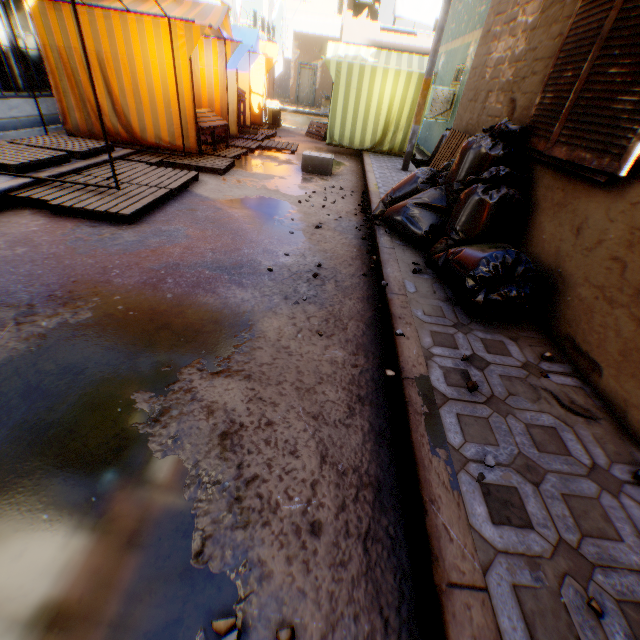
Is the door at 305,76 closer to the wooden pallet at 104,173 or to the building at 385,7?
the building at 385,7

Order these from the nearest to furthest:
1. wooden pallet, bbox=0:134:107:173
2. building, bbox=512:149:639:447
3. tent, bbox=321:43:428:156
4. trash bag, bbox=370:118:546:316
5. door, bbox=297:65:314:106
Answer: building, bbox=512:149:639:447 → trash bag, bbox=370:118:546:316 → wooden pallet, bbox=0:134:107:173 → tent, bbox=321:43:428:156 → door, bbox=297:65:314:106

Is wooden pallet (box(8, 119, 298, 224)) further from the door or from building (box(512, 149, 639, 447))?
the door

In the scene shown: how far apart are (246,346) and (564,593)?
2.18m

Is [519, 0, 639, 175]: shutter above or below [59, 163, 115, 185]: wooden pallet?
above

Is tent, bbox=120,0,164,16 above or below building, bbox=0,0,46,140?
above

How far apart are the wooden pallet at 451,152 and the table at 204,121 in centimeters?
453cm

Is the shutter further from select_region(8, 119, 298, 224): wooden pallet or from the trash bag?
select_region(8, 119, 298, 224): wooden pallet
